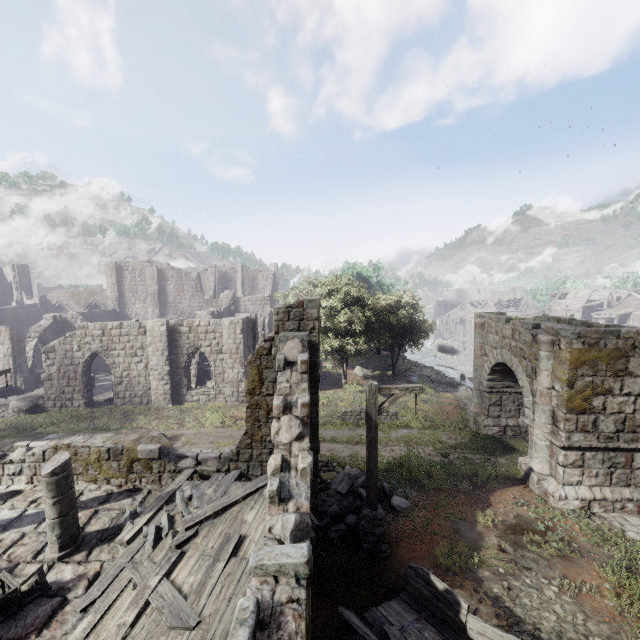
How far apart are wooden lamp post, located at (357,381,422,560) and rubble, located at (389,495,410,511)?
1.3m

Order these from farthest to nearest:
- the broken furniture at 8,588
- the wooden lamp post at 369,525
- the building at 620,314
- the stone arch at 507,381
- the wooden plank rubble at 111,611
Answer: the building at 620,314, the stone arch at 507,381, the wooden lamp post at 369,525, the broken furniture at 8,588, the wooden plank rubble at 111,611

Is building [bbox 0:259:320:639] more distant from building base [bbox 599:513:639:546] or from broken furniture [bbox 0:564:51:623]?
building base [bbox 599:513:639:546]

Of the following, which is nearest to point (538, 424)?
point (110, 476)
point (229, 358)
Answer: point (110, 476)

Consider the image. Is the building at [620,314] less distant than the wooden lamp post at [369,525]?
No

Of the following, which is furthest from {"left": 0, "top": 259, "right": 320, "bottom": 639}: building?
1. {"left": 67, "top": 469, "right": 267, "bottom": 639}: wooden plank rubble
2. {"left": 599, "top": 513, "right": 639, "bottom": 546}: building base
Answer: {"left": 599, "top": 513, "right": 639, "bottom": 546}: building base

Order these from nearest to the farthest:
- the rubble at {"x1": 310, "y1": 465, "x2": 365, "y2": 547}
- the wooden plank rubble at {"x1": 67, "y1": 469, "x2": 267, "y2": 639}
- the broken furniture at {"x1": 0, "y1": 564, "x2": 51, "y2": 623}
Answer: the wooden plank rubble at {"x1": 67, "y1": 469, "x2": 267, "y2": 639}, the broken furniture at {"x1": 0, "y1": 564, "x2": 51, "y2": 623}, the rubble at {"x1": 310, "y1": 465, "x2": 365, "y2": 547}

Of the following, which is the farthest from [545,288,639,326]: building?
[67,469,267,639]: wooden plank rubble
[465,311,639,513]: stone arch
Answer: [465,311,639,513]: stone arch
